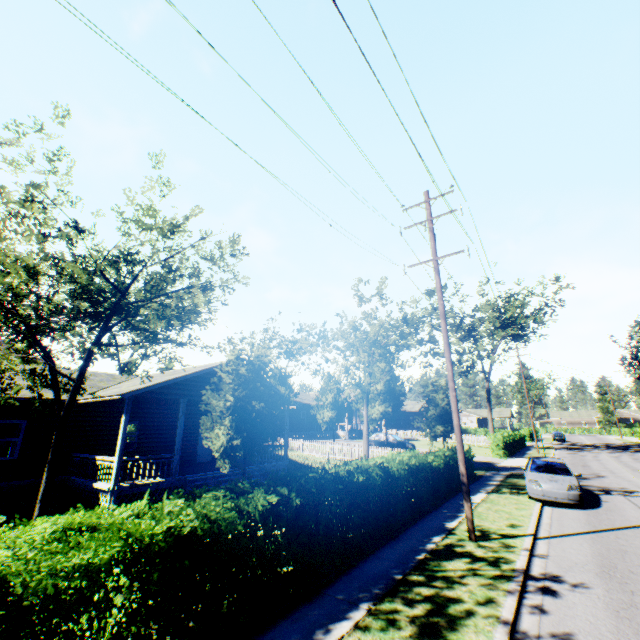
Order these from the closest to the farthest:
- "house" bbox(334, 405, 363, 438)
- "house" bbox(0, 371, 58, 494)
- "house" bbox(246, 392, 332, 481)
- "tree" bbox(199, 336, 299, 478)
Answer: "tree" bbox(199, 336, 299, 478), "house" bbox(0, 371, 58, 494), "house" bbox(246, 392, 332, 481), "house" bbox(334, 405, 363, 438)

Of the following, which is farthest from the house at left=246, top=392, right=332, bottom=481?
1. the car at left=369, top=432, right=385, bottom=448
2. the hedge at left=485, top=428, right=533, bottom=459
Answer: the hedge at left=485, top=428, right=533, bottom=459

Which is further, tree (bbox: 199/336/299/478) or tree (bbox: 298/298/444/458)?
tree (bbox: 298/298/444/458)

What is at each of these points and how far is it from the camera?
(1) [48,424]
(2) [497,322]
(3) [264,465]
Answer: (1) house, 14.9 meters
(2) tree, 37.9 meters
(3) house, 18.4 meters

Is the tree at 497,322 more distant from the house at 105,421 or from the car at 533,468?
the car at 533,468

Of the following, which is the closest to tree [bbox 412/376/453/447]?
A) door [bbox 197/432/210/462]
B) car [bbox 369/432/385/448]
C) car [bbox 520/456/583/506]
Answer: car [bbox 369/432/385/448]

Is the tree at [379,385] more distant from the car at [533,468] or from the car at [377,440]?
the car at [533,468]

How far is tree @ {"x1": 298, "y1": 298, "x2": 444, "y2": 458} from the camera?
16.47m
